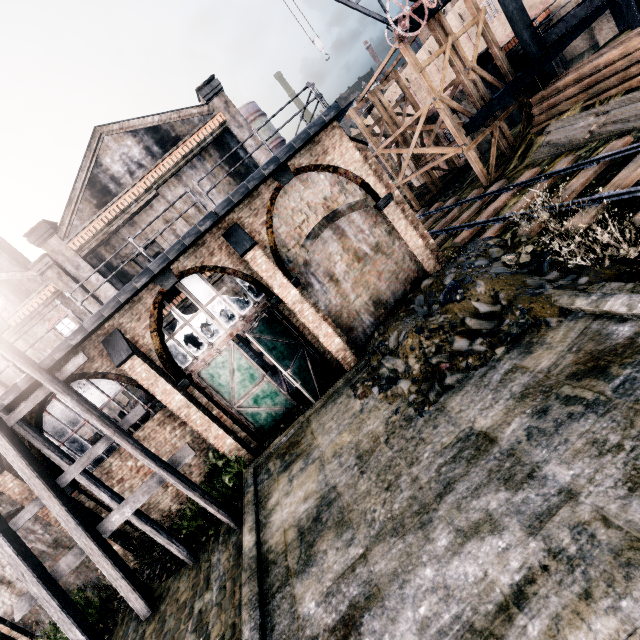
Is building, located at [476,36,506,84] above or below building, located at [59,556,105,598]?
above

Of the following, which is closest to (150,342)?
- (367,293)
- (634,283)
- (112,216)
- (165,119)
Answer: (367,293)

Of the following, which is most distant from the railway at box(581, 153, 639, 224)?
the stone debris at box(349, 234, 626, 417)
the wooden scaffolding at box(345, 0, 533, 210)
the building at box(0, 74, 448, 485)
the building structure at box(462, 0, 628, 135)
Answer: the building structure at box(462, 0, 628, 135)

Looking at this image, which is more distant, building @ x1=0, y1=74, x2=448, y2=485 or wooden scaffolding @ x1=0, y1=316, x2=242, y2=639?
building @ x1=0, y1=74, x2=448, y2=485

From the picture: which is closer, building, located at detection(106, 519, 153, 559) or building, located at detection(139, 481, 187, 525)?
building, located at detection(106, 519, 153, 559)

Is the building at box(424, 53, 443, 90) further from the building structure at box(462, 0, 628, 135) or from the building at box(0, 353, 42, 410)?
the building at box(0, 353, 42, 410)

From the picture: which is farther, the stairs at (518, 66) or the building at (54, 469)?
the stairs at (518, 66)

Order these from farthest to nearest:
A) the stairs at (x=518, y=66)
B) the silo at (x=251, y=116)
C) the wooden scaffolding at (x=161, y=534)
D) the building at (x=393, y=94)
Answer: the building at (x=393, y=94) < the silo at (x=251, y=116) < the stairs at (x=518, y=66) < the wooden scaffolding at (x=161, y=534)
